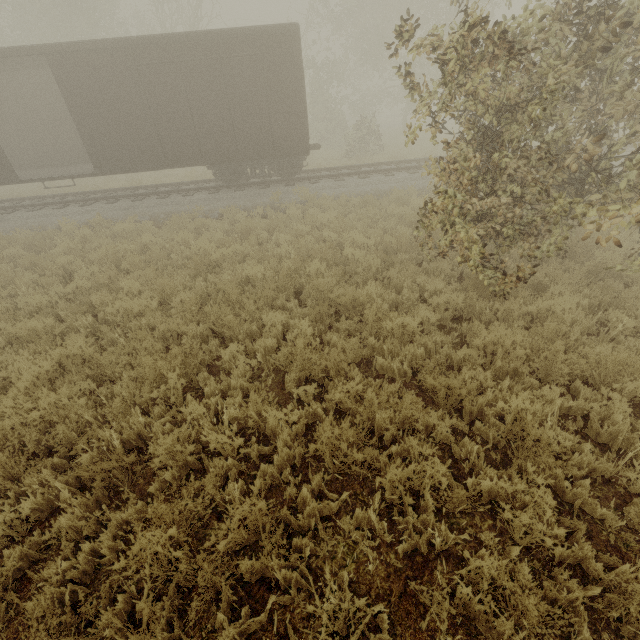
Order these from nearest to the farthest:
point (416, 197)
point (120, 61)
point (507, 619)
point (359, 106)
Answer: point (507, 619), point (120, 61), point (416, 197), point (359, 106)
